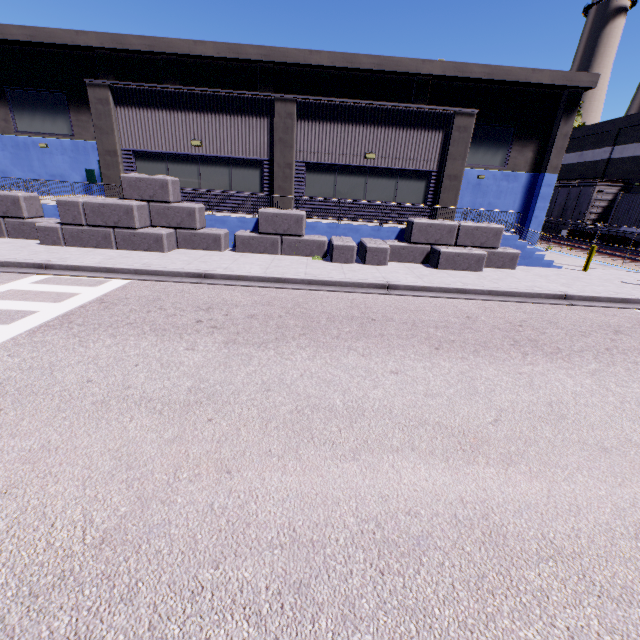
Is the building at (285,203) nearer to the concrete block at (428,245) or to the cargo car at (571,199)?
the concrete block at (428,245)

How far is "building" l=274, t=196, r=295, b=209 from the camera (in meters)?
15.42

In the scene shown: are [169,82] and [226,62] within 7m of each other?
yes

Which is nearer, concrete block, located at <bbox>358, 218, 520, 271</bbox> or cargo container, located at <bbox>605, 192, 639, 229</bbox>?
concrete block, located at <bbox>358, 218, 520, 271</bbox>

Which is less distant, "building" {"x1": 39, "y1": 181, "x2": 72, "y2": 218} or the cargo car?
"building" {"x1": 39, "y1": 181, "x2": 72, "y2": 218}

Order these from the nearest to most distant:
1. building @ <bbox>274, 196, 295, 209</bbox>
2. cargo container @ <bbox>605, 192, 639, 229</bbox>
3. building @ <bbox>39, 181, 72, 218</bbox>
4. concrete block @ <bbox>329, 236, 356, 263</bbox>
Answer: concrete block @ <bbox>329, 236, 356, 263</bbox>
building @ <bbox>39, 181, 72, 218</bbox>
building @ <bbox>274, 196, 295, 209</bbox>
cargo container @ <bbox>605, 192, 639, 229</bbox>

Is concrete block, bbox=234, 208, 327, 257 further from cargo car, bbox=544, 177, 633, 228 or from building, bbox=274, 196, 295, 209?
cargo car, bbox=544, 177, 633, 228
